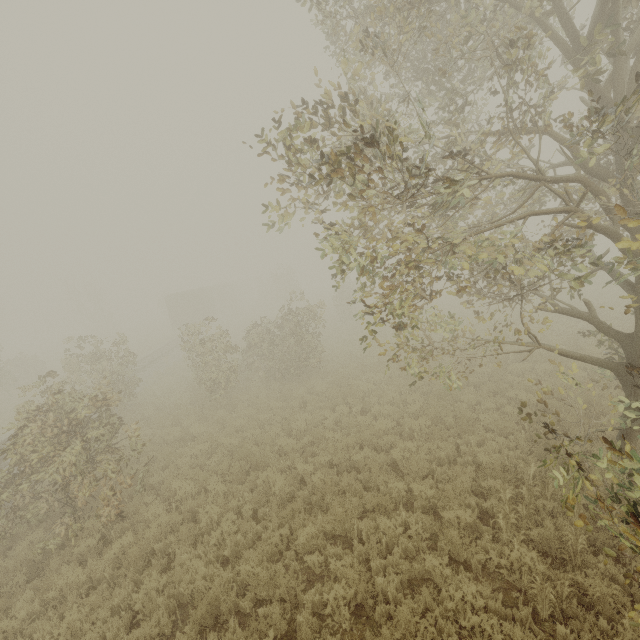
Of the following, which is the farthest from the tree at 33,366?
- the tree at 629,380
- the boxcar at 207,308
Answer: the tree at 629,380

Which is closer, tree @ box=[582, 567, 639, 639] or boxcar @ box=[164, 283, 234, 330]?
tree @ box=[582, 567, 639, 639]

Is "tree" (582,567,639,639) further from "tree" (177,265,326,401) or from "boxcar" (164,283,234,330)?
"boxcar" (164,283,234,330)

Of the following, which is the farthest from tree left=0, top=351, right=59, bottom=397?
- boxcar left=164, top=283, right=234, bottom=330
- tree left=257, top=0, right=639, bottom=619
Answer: tree left=257, top=0, right=639, bottom=619

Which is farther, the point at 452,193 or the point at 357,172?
the point at 452,193
